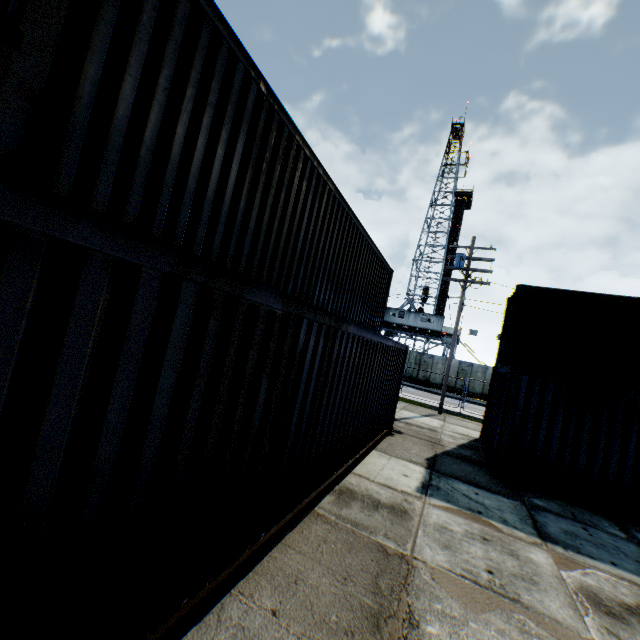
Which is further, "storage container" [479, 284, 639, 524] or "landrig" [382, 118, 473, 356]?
"landrig" [382, 118, 473, 356]

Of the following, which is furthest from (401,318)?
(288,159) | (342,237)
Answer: (288,159)

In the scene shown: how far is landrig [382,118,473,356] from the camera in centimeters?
3769cm

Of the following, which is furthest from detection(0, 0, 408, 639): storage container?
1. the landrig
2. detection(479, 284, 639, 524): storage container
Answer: the landrig

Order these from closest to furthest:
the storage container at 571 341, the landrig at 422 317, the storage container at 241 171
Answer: the storage container at 241 171 < the storage container at 571 341 < the landrig at 422 317

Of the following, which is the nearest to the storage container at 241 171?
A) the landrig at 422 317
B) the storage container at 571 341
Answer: A: the storage container at 571 341

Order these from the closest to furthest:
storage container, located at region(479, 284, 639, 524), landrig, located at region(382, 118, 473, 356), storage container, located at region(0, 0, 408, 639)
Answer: storage container, located at region(0, 0, 408, 639) < storage container, located at region(479, 284, 639, 524) < landrig, located at region(382, 118, 473, 356)
